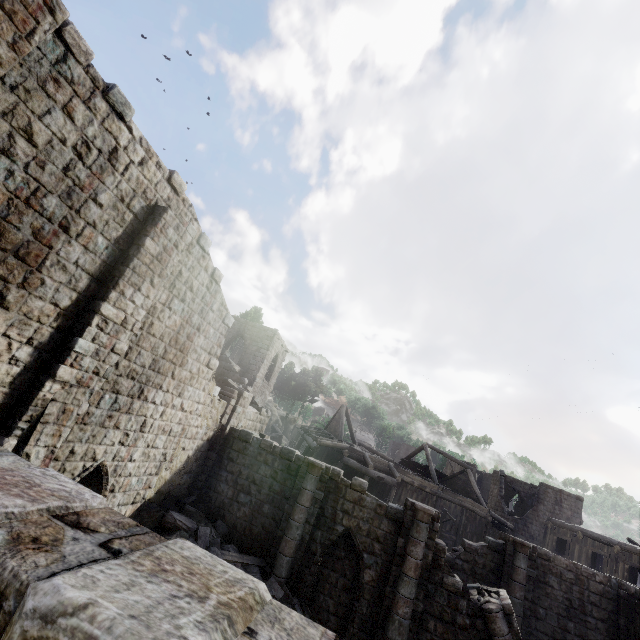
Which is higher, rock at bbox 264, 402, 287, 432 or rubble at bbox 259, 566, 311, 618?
rock at bbox 264, 402, 287, 432

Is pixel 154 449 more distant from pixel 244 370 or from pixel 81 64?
pixel 244 370

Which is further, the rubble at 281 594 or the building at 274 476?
the rubble at 281 594

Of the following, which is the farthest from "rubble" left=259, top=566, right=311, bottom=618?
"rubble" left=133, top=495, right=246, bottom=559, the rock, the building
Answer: the rock

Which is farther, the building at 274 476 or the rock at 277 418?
the rock at 277 418

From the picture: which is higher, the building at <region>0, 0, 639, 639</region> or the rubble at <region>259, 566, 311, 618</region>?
the building at <region>0, 0, 639, 639</region>

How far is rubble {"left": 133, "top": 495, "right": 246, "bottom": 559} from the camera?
11.62m

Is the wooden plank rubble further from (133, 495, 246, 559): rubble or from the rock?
the rock
